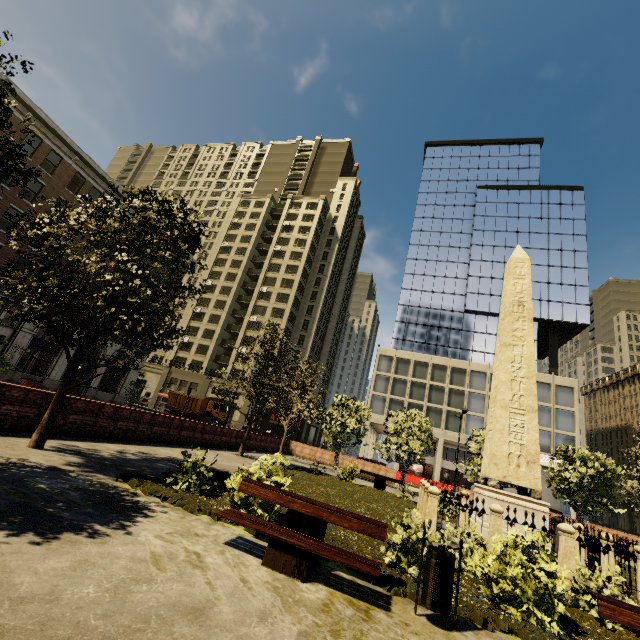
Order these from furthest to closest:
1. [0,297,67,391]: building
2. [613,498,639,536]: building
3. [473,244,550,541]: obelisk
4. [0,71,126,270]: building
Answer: [613,498,639,536]: building < [0,297,67,391]: building < [0,71,126,270]: building < [473,244,550,541]: obelisk

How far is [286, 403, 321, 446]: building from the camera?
48.8m

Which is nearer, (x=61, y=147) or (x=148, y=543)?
(x=148, y=543)

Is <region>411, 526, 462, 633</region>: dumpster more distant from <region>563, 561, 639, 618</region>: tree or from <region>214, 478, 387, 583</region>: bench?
<region>563, 561, 639, 618</region>: tree

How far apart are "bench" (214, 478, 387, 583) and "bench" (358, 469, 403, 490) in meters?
15.6 m

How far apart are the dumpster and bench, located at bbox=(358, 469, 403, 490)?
15.9m

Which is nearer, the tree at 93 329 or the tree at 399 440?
the tree at 93 329

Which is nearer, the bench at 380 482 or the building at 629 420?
the bench at 380 482
